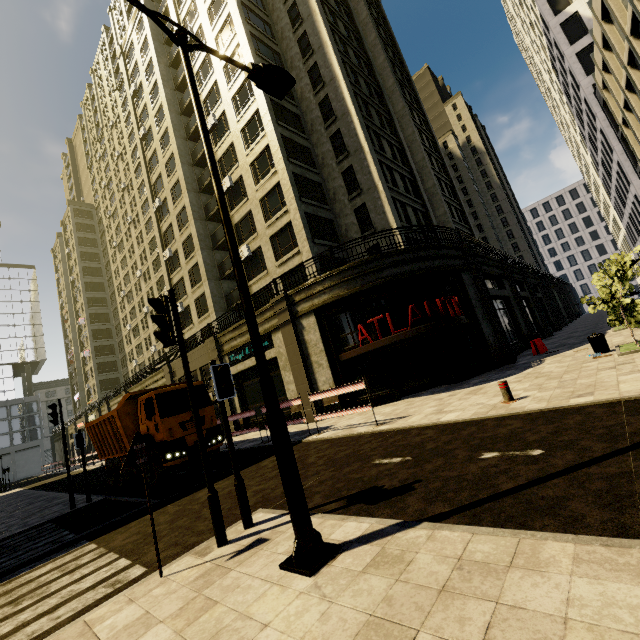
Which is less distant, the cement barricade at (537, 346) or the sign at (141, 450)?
the sign at (141, 450)

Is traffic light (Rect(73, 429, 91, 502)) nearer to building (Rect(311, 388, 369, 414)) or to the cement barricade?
building (Rect(311, 388, 369, 414))

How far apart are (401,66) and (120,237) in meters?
49.0 m

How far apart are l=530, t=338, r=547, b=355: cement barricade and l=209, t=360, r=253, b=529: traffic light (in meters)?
17.87

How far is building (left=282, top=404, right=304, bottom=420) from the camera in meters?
17.4 m

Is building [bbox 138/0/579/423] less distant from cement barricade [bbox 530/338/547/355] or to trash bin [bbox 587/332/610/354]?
cement barricade [bbox 530/338/547/355]

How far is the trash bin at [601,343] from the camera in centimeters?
1148cm

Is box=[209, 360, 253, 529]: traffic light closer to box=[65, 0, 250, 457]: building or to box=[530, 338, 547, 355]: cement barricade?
box=[65, 0, 250, 457]: building
